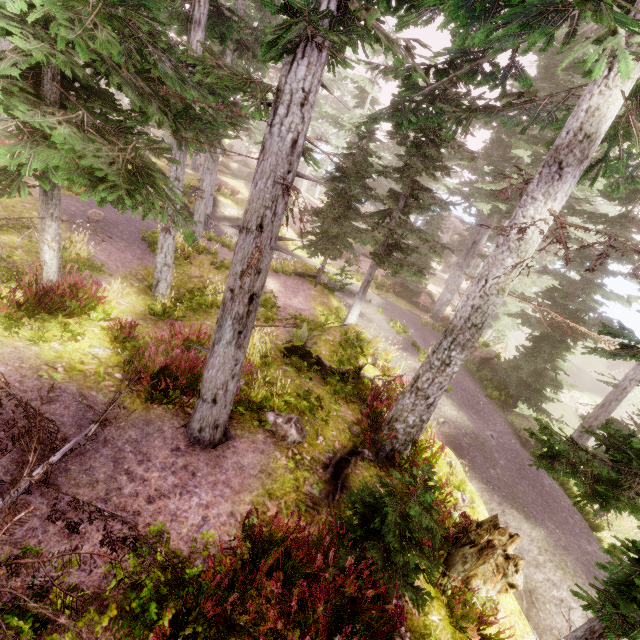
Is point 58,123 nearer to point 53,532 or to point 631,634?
point 53,532

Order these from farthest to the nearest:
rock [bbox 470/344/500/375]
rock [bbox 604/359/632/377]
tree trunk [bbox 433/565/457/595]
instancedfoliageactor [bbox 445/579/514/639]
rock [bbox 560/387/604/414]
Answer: rock [bbox 604/359/632/377] → rock [bbox 560/387/604/414] → rock [bbox 470/344/500/375] → tree trunk [bbox 433/565/457/595] → instancedfoliageactor [bbox 445/579/514/639]

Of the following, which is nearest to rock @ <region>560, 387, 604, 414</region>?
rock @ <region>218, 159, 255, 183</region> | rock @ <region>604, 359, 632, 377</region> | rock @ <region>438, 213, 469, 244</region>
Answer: rock @ <region>604, 359, 632, 377</region>

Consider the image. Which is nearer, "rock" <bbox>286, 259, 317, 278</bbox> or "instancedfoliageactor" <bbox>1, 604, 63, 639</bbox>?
"instancedfoliageactor" <bbox>1, 604, 63, 639</bbox>

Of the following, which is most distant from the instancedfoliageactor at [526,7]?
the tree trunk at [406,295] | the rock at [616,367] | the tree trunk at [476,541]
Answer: the tree trunk at [476,541]

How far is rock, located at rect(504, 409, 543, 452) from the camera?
13.9m

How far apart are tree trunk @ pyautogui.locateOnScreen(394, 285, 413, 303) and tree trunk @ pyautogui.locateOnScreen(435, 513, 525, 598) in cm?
1902

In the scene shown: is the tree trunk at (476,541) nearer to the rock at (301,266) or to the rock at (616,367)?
the rock at (301,266)
